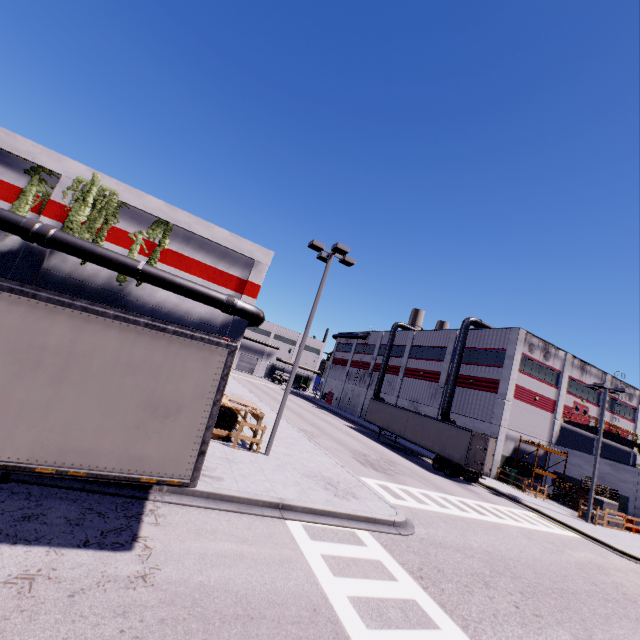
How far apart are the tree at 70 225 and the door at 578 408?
45.4 meters

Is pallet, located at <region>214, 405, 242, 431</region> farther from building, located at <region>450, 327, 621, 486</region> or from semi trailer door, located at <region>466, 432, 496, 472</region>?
semi trailer door, located at <region>466, 432, 496, 472</region>

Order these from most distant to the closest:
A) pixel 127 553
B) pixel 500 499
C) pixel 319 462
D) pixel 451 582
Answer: pixel 500 499, pixel 319 462, pixel 451 582, pixel 127 553

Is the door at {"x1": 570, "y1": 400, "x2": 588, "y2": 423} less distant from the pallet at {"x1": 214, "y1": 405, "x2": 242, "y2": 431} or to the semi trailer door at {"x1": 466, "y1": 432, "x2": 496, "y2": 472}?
the semi trailer door at {"x1": 466, "y1": 432, "x2": 496, "y2": 472}

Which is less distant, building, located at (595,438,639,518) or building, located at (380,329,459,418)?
building, located at (595,438,639,518)

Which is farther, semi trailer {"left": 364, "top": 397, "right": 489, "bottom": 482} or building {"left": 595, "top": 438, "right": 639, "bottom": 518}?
building {"left": 595, "top": 438, "right": 639, "bottom": 518}

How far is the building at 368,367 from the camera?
52.3m

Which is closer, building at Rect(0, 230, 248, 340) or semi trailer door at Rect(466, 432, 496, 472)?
building at Rect(0, 230, 248, 340)
